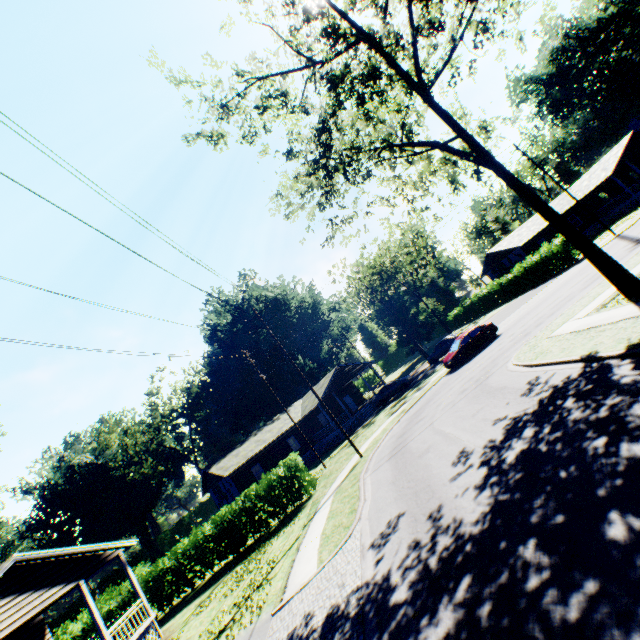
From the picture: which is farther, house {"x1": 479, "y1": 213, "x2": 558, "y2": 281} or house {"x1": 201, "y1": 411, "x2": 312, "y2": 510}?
house {"x1": 479, "y1": 213, "x2": 558, "y2": 281}

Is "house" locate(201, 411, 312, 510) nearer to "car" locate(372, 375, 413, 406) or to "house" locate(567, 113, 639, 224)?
"car" locate(372, 375, 413, 406)

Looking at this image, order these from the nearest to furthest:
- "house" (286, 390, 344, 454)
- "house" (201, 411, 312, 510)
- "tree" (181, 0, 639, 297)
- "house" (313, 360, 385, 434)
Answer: "tree" (181, 0, 639, 297), "house" (201, 411, 312, 510), "house" (286, 390, 344, 454), "house" (313, 360, 385, 434)

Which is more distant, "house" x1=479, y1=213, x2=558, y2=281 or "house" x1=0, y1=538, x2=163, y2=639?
"house" x1=479, y1=213, x2=558, y2=281

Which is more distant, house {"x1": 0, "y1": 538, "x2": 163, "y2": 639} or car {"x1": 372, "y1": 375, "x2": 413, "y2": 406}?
car {"x1": 372, "y1": 375, "x2": 413, "y2": 406}

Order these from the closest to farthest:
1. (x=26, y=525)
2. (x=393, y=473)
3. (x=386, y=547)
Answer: (x=386, y=547) → (x=393, y=473) → (x=26, y=525)

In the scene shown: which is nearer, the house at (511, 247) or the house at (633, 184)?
the house at (633, 184)

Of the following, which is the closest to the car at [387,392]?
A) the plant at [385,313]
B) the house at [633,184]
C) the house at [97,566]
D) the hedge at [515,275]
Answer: the hedge at [515,275]
